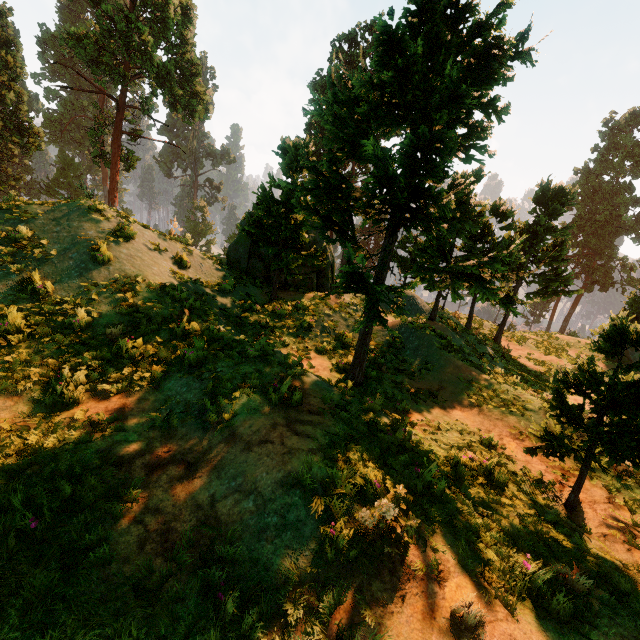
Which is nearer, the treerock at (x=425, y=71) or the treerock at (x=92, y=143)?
the treerock at (x=425, y=71)

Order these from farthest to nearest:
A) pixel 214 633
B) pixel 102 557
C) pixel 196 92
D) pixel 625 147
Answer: pixel 625 147 < pixel 196 92 < pixel 102 557 < pixel 214 633

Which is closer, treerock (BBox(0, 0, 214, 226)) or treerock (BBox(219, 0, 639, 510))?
treerock (BBox(219, 0, 639, 510))
